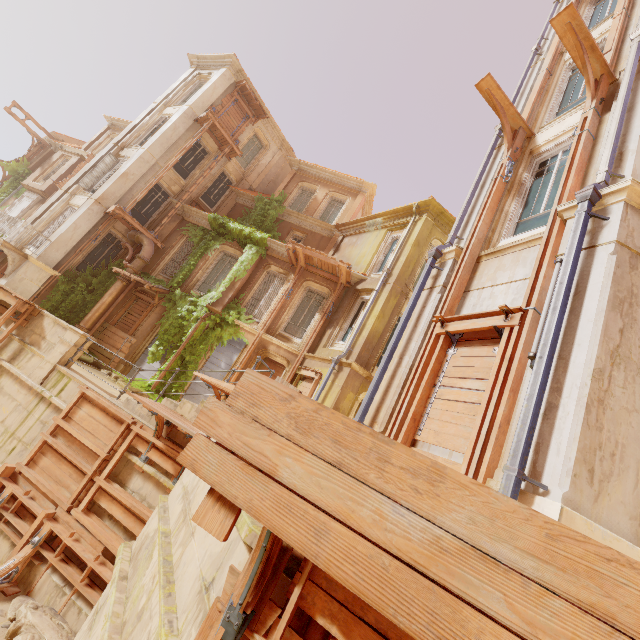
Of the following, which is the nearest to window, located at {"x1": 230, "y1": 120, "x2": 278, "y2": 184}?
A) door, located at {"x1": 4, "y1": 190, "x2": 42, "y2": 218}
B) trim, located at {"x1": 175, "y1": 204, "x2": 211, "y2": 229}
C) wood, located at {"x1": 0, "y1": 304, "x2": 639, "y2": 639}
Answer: trim, located at {"x1": 175, "y1": 204, "x2": 211, "y2": 229}

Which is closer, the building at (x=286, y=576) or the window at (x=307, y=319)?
the building at (x=286, y=576)

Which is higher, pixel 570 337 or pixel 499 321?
pixel 499 321

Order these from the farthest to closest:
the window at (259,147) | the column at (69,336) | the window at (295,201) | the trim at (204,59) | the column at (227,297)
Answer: the window at (259,147) → the window at (295,201) → the trim at (204,59) → the column at (227,297) → the column at (69,336)

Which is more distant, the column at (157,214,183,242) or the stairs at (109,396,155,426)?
the column at (157,214,183,242)

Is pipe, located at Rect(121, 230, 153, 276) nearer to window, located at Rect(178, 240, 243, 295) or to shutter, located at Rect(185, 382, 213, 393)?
window, located at Rect(178, 240, 243, 295)

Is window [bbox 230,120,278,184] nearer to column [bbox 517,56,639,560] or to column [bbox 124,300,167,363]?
column [bbox 124,300,167,363]

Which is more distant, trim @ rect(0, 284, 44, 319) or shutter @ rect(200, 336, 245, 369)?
shutter @ rect(200, 336, 245, 369)
